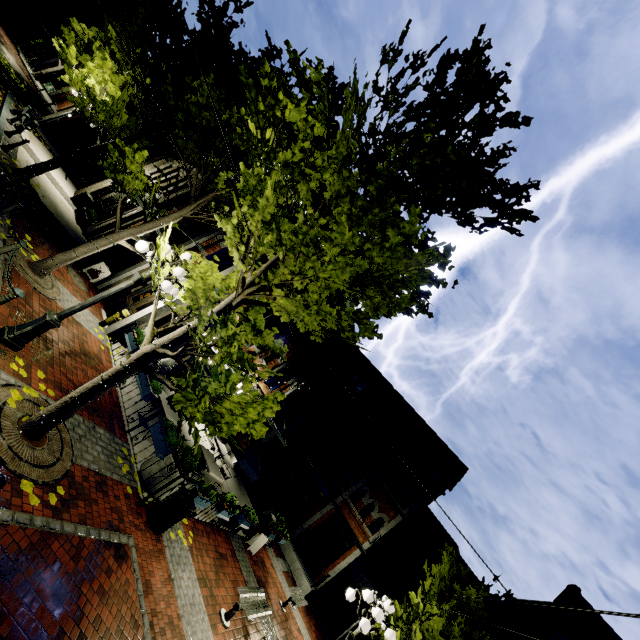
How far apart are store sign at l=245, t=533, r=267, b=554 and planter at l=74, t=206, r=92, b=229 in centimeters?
1585cm

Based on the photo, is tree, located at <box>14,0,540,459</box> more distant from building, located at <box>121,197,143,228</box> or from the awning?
the awning

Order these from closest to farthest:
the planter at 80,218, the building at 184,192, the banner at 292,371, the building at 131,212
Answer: the planter at 80,218
the building at 131,212
the building at 184,192
the banner at 292,371

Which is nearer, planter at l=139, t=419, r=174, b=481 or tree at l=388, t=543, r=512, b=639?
planter at l=139, t=419, r=174, b=481

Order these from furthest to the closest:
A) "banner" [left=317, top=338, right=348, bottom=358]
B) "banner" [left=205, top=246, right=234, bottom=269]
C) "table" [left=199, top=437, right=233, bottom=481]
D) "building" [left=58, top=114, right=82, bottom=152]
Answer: "building" [left=58, top=114, right=82, bottom=152], "banner" [left=317, top=338, right=348, bottom=358], "banner" [left=205, top=246, right=234, bottom=269], "table" [left=199, top=437, right=233, bottom=481]

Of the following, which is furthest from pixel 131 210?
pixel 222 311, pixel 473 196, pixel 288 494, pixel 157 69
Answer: pixel 288 494

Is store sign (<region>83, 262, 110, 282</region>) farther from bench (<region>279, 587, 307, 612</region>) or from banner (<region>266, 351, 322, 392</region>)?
bench (<region>279, 587, 307, 612</region>)

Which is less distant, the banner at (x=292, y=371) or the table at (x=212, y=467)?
the table at (x=212, y=467)
